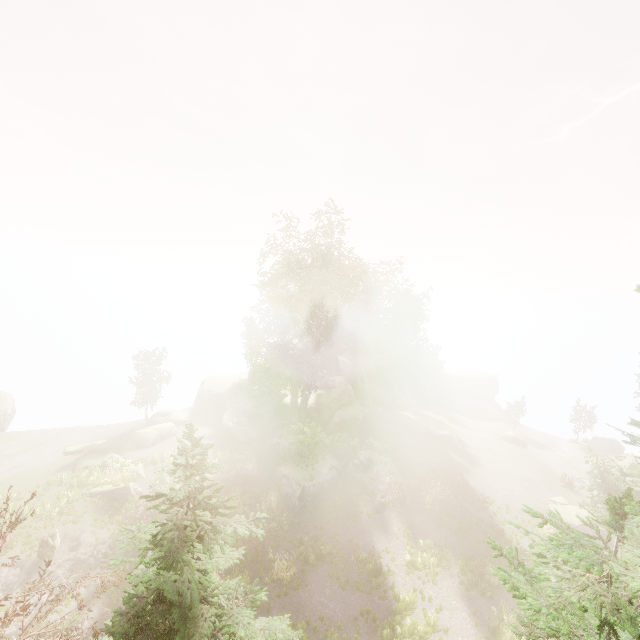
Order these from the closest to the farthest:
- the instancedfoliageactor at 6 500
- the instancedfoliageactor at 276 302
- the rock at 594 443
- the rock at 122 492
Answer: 1. the instancedfoliageactor at 6 500
2. the rock at 122 492
3. the instancedfoliageactor at 276 302
4. the rock at 594 443

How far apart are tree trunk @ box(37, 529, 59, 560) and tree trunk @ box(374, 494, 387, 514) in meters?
20.4

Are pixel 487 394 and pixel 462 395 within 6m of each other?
yes

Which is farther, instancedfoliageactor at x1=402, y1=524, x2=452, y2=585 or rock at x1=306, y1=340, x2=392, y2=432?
rock at x1=306, y1=340, x2=392, y2=432

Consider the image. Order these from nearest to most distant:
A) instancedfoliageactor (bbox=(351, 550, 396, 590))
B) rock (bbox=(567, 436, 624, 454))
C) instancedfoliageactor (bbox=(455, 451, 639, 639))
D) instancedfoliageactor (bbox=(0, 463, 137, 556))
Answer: instancedfoliageactor (bbox=(455, 451, 639, 639)), instancedfoliageactor (bbox=(0, 463, 137, 556)), instancedfoliageactor (bbox=(351, 550, 396, 590)), rock (bbox=(567, 436, 624, 454))

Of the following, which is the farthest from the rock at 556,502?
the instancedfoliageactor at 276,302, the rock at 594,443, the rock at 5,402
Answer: the rock at 5,402

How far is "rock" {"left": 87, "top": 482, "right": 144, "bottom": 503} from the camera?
23.5 meters

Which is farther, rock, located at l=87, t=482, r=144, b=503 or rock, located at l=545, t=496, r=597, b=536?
rock, located at l=545, t=496, r=597, b=536
